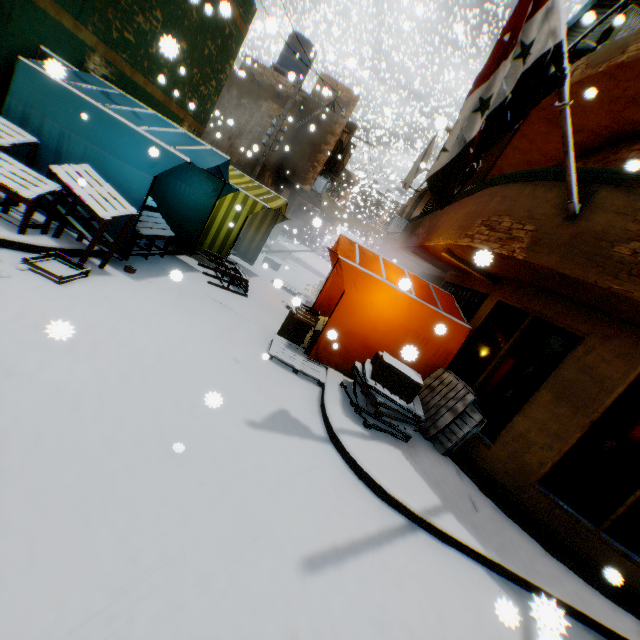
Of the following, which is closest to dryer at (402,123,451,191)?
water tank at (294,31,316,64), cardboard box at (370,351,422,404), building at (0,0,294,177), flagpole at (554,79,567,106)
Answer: building at (0,0,294,177)

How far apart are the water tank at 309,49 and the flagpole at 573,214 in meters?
17.1 m

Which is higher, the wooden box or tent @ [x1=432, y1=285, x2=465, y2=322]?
tent @ [x1=432, y1=285, x2=465, y2=322]

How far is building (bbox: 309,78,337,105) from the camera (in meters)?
8.55

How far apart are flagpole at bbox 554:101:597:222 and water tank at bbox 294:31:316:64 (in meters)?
17.10

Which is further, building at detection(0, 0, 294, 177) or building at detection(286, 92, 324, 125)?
building at detection(286, 92, 324, 125)

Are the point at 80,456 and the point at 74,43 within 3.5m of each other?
no

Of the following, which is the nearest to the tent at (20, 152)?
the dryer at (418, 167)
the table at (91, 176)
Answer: the table at (91, 176)
